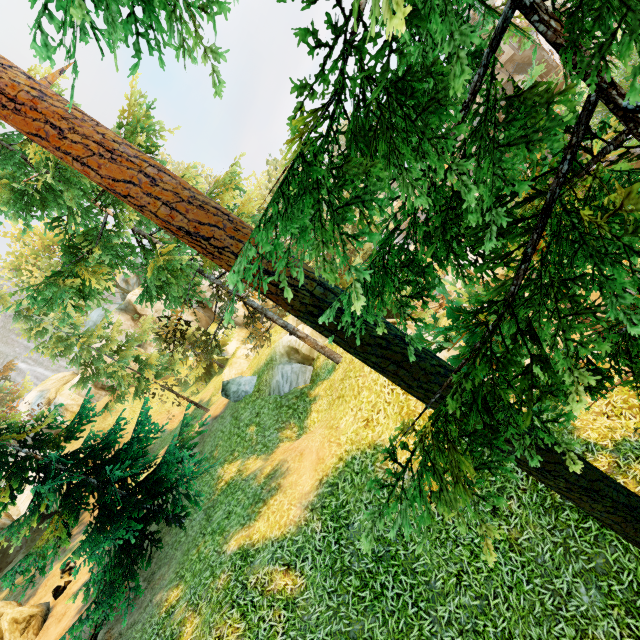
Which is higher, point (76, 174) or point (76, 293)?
point (76, 174)

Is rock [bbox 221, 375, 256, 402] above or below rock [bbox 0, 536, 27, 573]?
below

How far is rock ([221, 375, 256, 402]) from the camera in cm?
1706

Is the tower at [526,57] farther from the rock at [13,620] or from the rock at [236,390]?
the rock at [13,620]

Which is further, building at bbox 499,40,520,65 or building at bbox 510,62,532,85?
building at bbox 510,62,532,85

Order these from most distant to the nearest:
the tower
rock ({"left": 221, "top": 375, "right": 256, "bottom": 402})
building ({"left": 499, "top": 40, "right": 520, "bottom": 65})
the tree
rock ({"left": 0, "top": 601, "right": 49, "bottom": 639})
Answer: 1. the tower
2. building ({"left": 499, "top": 40, "right": 520, "bottom": 65})
3. rock ({"left": 221, "top": 375, "right": 256, "bottom": 402})
4. rock ({"left": 0, "top": 601, "right": 49, "bottom": 639})
5. the tree

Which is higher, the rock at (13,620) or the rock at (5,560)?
the rock at (5,560)

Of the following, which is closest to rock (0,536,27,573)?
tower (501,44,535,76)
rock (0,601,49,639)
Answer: rock (0,601,49,639)
